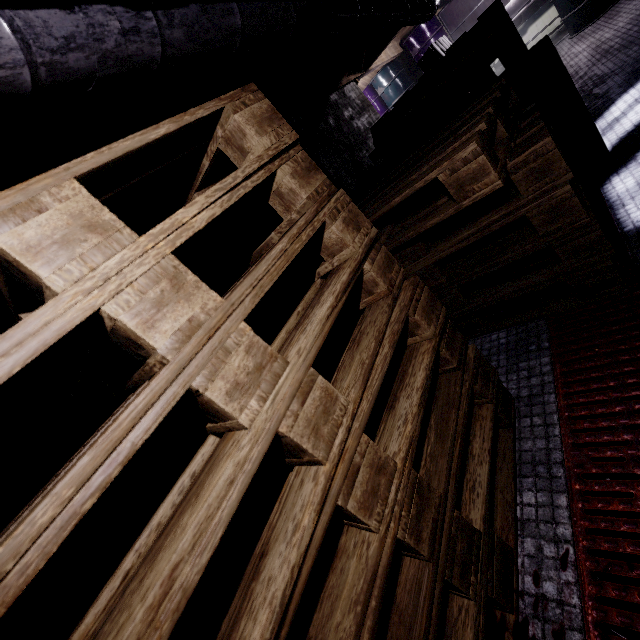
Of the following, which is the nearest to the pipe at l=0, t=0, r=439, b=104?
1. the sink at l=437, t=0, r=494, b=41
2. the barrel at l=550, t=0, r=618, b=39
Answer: the sink at l=437, t=0, r=494, b=41

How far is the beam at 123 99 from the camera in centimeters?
137cm

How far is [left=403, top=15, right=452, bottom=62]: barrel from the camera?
6.3m

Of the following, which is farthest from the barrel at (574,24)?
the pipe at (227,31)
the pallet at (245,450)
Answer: the pallet at (245,450)

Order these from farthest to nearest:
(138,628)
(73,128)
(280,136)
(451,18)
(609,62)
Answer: (451,18)
(609,62)
(73,128)
(280,136)
(138,628)

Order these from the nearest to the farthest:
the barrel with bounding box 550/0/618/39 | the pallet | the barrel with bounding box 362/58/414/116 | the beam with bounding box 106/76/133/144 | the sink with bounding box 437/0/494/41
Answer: the pallet → the beam with bounding box 106/76/133/144 → the barrel with bounding box 550/0/618/39 → the sink with bounding box 437/0/494/41 → the barrel with bounding box 362/58/414/116

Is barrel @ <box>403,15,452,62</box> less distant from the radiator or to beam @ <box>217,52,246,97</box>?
the radiator

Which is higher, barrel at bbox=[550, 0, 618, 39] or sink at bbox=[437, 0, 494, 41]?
sink at bbox=[437, 0, 494, 41]
